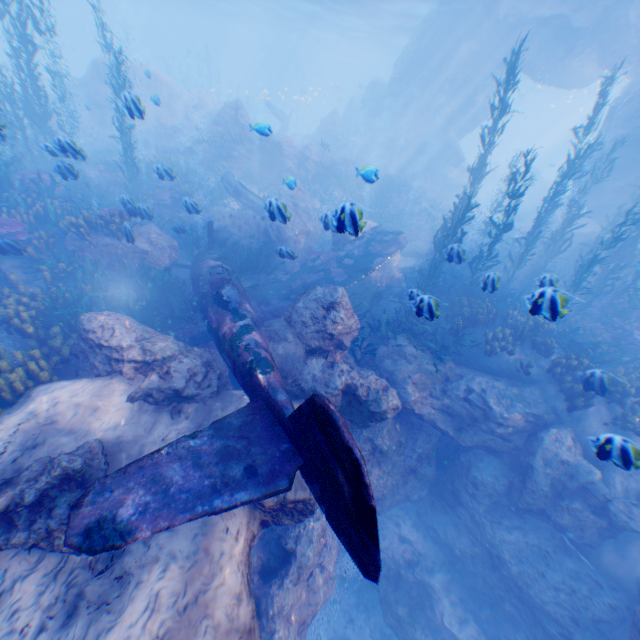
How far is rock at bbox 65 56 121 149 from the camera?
22.9m

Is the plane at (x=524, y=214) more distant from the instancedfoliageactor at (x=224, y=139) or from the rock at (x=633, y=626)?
the instancedfoliageactor at (x=224, y=139)

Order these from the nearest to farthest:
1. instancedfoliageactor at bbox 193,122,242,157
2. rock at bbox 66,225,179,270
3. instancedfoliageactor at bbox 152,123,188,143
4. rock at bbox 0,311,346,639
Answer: rock at bbox 0,311,346,639, rock at bbox 66,225,179,270, instancedfoliageactor at bbox 193,122,242,157, instancedfoliageactor at bbox 152,123,188,143

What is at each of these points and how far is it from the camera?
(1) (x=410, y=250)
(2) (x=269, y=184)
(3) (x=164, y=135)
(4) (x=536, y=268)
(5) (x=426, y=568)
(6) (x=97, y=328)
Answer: (1) rock, 17.5 meters
(2) instancedfoliageactor, 20.1 meters
(3) instancedfoliageactor, 23.0 meters
(4) instancedfoliageactor, 13.7 meters
(5) rock, 10.3 meters
(6) rock, 6.5 meters

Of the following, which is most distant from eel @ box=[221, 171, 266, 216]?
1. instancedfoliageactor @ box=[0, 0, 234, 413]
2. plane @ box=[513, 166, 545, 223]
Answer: plane @ box=[513, 166, 545, 223]

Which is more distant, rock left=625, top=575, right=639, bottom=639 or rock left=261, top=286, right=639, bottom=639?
rock left=261, top=286, right=639, bottom=639

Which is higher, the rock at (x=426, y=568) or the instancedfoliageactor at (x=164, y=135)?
the instancedfoliageactor at (x=164, y=135)

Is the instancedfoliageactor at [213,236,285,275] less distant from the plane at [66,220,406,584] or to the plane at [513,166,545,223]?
the plane at [66,220,406,584]
